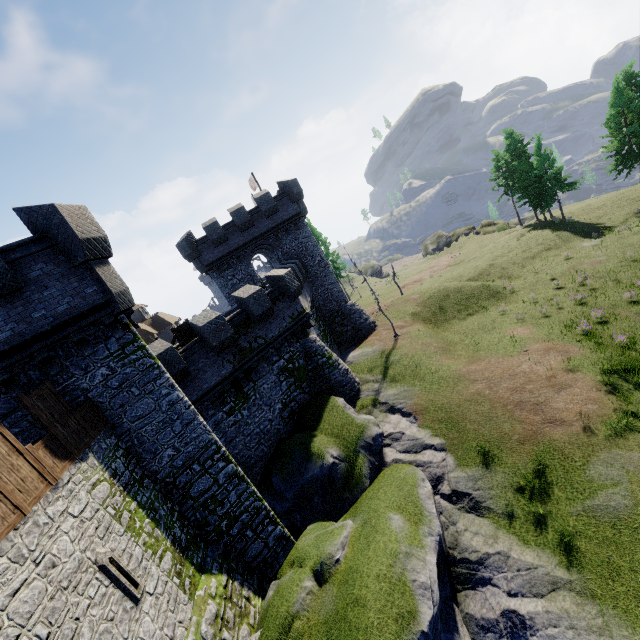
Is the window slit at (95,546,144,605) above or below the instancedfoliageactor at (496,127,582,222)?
above

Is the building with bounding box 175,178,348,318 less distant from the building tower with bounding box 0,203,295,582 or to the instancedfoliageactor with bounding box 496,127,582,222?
the building tower with bounding box 0,203,295,582

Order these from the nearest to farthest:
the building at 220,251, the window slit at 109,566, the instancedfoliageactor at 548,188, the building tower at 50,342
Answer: the window slit at 109,566 < the building tower at 50,342 < the building at 220,251 < the instancedfoliageactor at 548,188

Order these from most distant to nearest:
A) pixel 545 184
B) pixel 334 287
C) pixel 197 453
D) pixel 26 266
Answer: pixel 545 184, pixel 334 287, pixel 197 453, pixel 26 266

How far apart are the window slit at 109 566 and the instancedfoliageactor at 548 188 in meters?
51.7 m

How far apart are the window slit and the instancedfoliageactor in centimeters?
5166cm

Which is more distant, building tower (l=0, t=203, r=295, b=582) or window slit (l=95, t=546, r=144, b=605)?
building tower (l=0, t=203, r=295, b=582)

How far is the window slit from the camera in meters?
7.7
